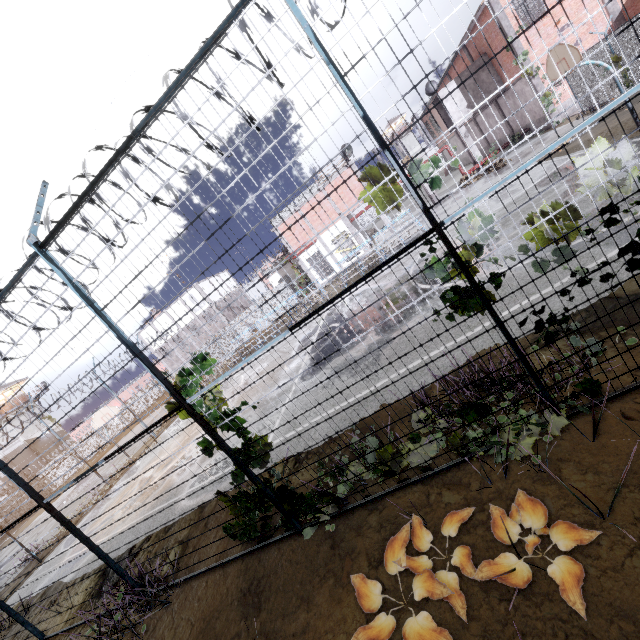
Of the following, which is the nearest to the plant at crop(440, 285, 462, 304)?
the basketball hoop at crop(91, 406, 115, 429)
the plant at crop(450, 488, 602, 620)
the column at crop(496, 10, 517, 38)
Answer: the plant at crop(450, 488, 602, 620)

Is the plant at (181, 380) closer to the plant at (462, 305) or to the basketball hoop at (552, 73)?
the plant at (462, 305)

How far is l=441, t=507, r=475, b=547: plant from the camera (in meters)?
3.36

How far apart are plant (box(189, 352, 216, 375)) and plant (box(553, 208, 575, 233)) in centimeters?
388cm

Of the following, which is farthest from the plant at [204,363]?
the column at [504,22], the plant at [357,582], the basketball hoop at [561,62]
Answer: the column at [504,22]

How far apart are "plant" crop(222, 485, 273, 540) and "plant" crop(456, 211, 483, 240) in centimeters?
267cm

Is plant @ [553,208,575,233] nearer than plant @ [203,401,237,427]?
Yes

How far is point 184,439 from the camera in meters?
15.7 m
